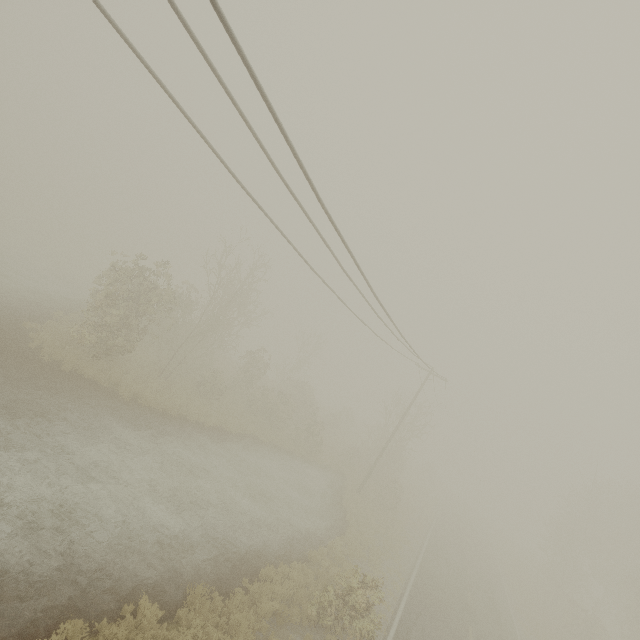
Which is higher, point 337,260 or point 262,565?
point 337,260
